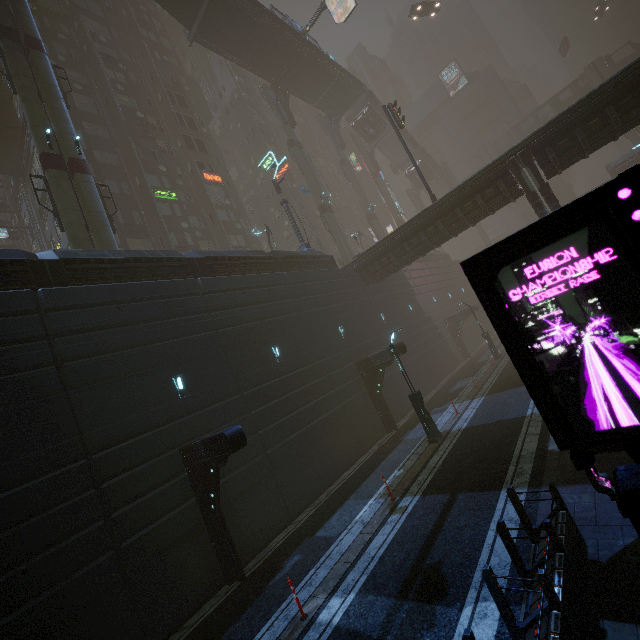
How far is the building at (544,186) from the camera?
17.9m

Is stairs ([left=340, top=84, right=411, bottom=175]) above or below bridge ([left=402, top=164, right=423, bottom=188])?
above

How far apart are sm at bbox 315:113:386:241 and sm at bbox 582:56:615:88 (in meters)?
37.73

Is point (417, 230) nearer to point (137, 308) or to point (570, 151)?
point (570, 151)

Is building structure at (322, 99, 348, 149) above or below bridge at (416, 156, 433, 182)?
above

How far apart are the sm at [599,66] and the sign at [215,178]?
56.62m

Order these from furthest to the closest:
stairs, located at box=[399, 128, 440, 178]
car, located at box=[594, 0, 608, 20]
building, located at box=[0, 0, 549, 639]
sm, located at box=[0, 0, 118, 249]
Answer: car, located at box=[594, 0, 608, 20] < stairs, located at box=[399, 128, 440, 178] < sm, located at box=[0, 0, 118, 249] < building, located at box=[0, 0, 549, 639]

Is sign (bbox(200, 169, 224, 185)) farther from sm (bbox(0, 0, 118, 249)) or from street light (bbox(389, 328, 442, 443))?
street light (bbox(389, 328, 442, 443))
